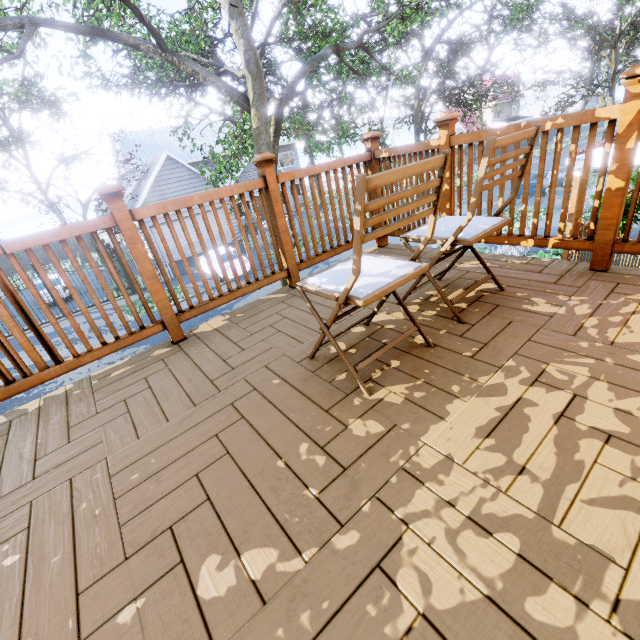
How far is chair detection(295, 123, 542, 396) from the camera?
1.1 meters

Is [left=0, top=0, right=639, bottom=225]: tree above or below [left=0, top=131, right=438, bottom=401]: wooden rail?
above

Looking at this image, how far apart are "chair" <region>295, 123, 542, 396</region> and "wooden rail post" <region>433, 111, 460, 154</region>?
1.36m

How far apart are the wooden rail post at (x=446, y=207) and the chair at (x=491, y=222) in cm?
136

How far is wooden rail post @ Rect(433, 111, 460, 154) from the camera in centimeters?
241cm

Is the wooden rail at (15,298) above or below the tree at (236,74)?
below

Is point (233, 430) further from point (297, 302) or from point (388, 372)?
point (297, 302)
